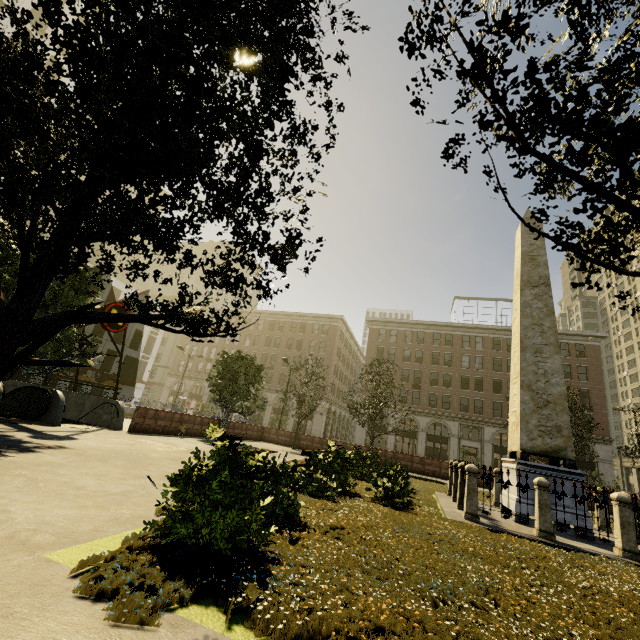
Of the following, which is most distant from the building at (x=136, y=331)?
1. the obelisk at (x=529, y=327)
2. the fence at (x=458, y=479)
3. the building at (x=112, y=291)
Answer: the obelisk at (x=529, y=327)

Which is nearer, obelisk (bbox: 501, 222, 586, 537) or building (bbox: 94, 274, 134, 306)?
obelisk (bbox: 501, 222, 586, 537)

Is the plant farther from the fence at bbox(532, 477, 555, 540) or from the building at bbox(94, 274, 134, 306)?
the building at bbox(94, 274, 134, 306)

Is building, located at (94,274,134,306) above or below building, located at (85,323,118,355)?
above

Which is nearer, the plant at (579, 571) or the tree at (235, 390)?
the plant at (579, 571)

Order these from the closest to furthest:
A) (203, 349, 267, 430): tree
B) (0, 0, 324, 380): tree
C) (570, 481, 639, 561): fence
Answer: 1. (0, 0, 324, 380): tree
2. (570, 481, 639, 561): fence
3. (203, 349, 267, 430): tree

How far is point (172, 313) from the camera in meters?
3.8

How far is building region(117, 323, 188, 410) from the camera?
46.9m
